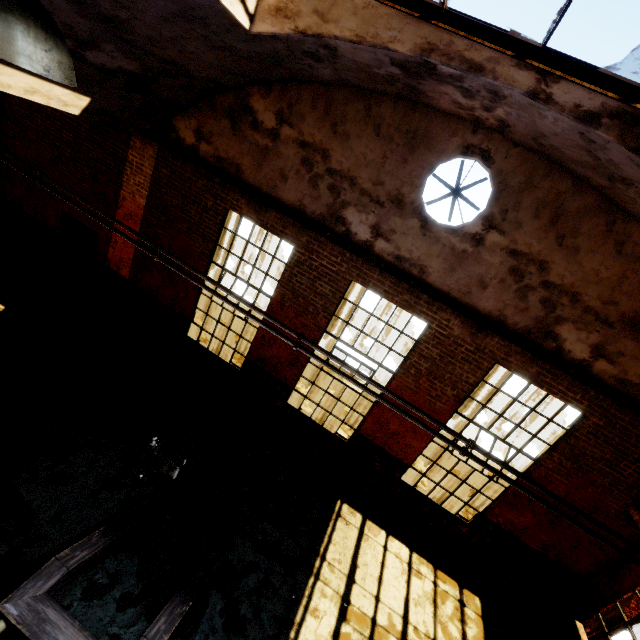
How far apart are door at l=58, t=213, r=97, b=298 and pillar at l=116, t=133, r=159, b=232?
0.4 meters

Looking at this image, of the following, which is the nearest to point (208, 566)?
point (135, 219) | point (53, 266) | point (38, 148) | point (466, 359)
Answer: point (466, 359)

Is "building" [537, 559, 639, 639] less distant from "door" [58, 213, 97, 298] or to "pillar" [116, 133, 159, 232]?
"pillar" [116, 133, 159, 232]

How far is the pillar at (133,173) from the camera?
7.3m

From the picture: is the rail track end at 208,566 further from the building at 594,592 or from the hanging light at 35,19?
the building at 594,592

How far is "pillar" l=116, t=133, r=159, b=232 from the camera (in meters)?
7.27

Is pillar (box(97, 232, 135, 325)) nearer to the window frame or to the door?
the door
